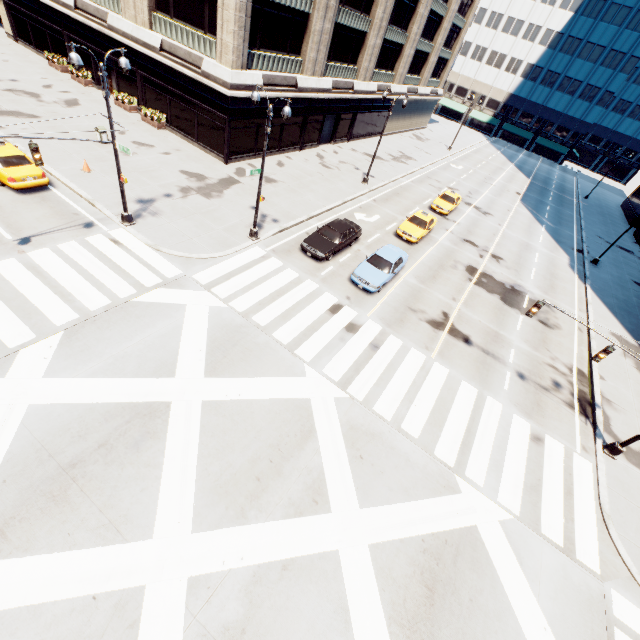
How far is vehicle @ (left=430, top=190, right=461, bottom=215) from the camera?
Answer: 30.0m

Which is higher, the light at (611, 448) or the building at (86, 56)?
the building at (86, 56)

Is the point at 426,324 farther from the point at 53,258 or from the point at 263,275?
the point at 53,258

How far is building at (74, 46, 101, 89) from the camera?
28.5 meters

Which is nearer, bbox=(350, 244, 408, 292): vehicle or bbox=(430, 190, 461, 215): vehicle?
bbox=(350, 244, 408, 292): vehicle

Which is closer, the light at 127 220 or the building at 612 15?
the light at 127 220

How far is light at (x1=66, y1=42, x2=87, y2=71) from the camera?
11.6 meters

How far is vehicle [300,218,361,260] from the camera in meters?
19.1 m
